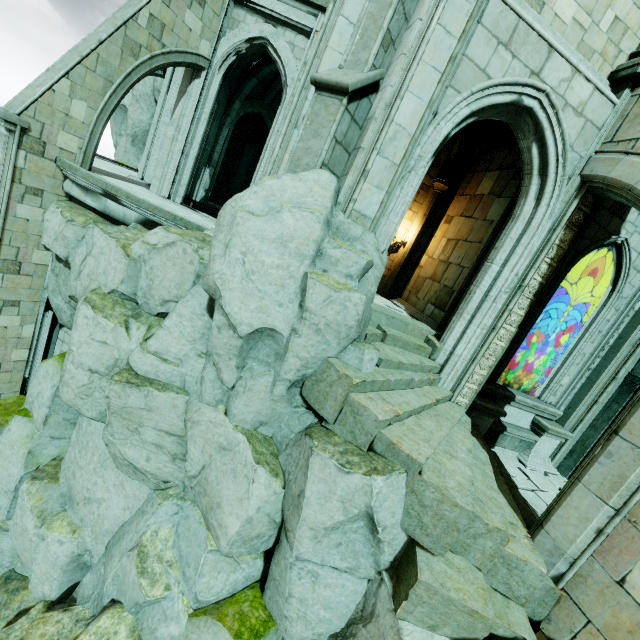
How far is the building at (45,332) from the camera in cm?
977

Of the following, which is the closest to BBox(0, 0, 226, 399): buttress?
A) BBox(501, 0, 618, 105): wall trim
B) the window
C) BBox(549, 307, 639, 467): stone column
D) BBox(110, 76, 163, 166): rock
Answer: BBox(110, 76, 163, 166): rock

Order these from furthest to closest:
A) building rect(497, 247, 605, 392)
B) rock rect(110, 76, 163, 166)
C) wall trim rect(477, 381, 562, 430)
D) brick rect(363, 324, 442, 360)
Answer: rock rect(110, 76, 163, 166), building rect(497, 247, 605, 392), wall trim rect(477, 381, 562, 430), brick rect(363, 324, 442, 360)

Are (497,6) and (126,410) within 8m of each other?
no

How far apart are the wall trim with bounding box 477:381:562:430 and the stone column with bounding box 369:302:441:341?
1.2 meters

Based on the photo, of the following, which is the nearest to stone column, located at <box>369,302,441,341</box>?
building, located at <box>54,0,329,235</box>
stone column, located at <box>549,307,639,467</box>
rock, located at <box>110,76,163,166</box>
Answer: building, located at <box>54,0,329,235</box>

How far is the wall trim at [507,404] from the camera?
8.1m

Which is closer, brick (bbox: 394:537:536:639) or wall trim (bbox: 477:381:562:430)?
brick (bbox: 394:537:536:639)
